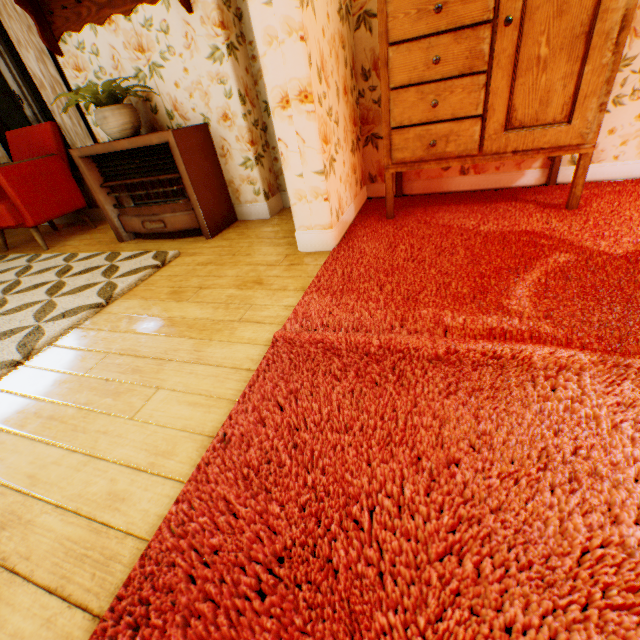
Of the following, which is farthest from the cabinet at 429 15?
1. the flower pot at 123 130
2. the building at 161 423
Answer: the flower pot at 123 130

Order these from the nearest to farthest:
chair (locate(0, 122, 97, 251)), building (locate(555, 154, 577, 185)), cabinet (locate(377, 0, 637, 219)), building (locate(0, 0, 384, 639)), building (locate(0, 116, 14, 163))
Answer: building (locate(0, 0, 384, 639))
cabinet (locate(377, 0, 637, 219))
building (locate(555, 154, 577, 185))
chair (locate(0, 122, 97, 251))
building (locate(0, 116, 14, 163))

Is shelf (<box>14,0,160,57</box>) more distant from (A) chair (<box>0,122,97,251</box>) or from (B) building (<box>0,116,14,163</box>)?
(A) chair (<box>0,122,97,251</box>)

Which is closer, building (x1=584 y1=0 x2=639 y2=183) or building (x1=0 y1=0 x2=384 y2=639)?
building (x1=0 y1=0 x2=384 y2=639)

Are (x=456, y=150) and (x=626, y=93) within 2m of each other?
yes

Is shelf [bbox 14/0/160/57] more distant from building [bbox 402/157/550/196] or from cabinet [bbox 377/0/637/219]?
cabinet [bbox 377/0/637/219]

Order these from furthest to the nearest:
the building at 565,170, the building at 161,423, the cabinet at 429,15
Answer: the building at 565,170 → the cabinet at 429,15 → the building at 161,423

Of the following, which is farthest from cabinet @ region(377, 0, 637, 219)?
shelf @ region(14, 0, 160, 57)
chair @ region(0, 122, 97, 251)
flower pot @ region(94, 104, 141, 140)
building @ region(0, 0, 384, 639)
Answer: chair @ region(0, 122, 97, 251)
